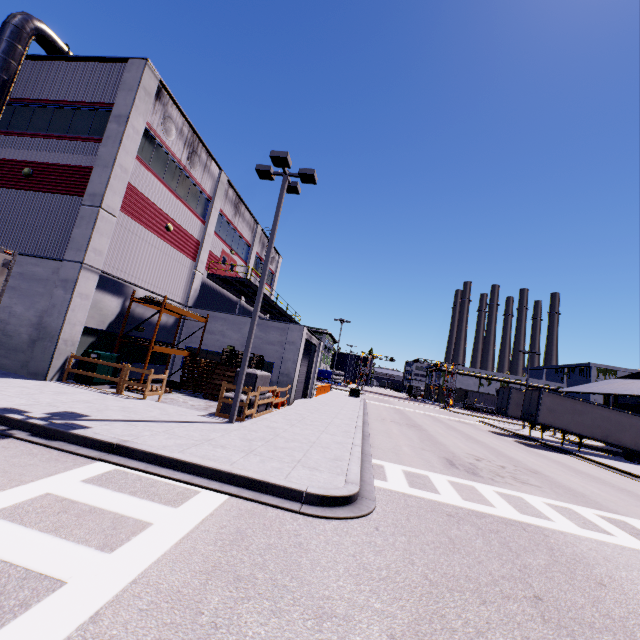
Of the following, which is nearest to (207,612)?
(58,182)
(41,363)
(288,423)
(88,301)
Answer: (288,423)

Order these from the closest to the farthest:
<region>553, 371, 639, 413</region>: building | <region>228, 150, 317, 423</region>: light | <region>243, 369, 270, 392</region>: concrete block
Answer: <region>228, 150, 317, 423</region>: light < <region>243, 369, 270, 392</region>: concrete block < <region>553, 371, 639, 413</region>: building

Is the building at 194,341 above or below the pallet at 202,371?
above

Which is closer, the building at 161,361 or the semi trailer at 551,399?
the building at 161,361

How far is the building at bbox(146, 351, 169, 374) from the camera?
18.87m

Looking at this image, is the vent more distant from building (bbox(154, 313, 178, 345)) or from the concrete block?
the concrete block

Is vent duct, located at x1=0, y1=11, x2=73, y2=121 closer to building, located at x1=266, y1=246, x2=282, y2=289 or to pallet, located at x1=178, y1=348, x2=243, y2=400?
building, located at x1=266, y1=246, x2=282, y2=289
